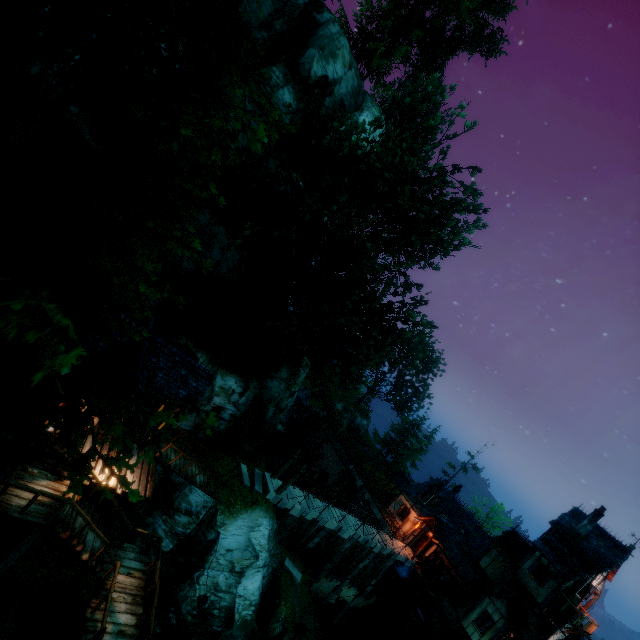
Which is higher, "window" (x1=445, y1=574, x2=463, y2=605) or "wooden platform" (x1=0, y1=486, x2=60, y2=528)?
"window" (x1=445, y1=574, x2=463, y2=605)

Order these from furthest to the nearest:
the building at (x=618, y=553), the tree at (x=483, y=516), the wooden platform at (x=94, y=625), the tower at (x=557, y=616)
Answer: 1. the tree at (x=483, y=516)
2. the building at (x=618, y=553)
3. the tower at (x=557, y=616)
4. the wooden platform at (x=94, y=625)

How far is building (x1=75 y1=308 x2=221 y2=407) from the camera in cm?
1104

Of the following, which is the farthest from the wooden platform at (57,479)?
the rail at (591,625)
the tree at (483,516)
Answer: the tree at (483,516)

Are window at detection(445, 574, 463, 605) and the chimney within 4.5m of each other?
no

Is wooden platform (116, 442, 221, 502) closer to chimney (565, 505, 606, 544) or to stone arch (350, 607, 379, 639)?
stone arch (350, 607, 379, 639)

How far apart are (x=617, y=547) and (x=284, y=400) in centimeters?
2768cm

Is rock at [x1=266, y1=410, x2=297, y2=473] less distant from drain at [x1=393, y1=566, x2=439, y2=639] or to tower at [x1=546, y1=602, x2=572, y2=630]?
drain at [x1=393, y1=566, x2=439, y2=639]
